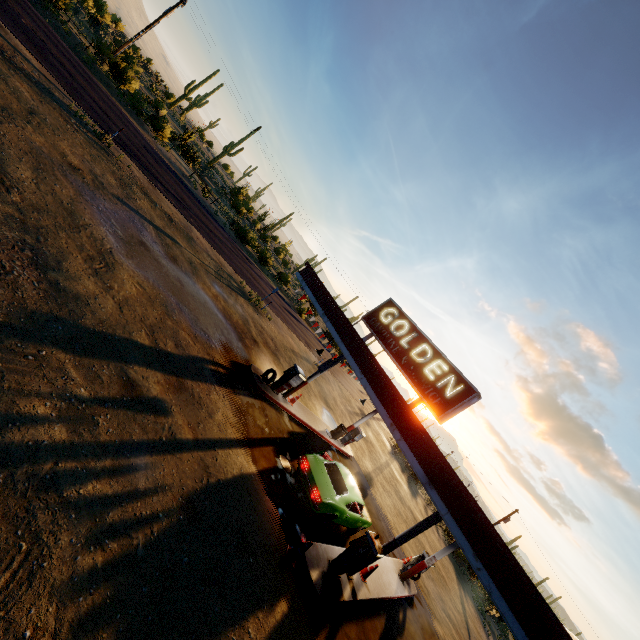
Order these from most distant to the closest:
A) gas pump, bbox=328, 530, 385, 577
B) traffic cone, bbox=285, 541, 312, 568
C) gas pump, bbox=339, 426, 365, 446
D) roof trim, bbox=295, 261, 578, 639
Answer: gas pump, bbox=339, 426, 365, 446
gas pump, bbox=328, 530, 385, 577
traffic cone, bbox=285, 541, 312, 568
roof trim, bbox=295, 261, 578, 639

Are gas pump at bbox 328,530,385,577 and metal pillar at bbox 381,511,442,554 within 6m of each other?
yes

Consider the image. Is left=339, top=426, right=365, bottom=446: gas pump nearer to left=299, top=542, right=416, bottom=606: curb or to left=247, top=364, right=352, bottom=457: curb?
left=247, top=364, right=352, bottom=457: curb

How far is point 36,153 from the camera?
9.4 meters

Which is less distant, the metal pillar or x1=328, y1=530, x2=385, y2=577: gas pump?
x1=328, y1=530, x2=385, y2=577: gas pump

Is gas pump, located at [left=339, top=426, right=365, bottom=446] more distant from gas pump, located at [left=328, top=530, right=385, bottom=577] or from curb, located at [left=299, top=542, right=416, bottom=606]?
gas pump, located at [left=328, top=530, right=385, bottom=577]

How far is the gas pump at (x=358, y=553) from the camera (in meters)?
9.23

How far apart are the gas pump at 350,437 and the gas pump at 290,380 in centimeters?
742cm
